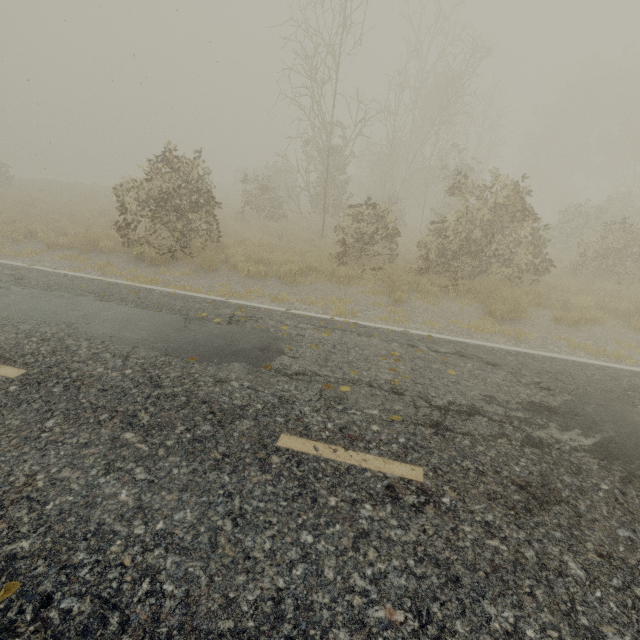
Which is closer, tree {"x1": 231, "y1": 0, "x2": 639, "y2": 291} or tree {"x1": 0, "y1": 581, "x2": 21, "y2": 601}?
tree {"x1": 0, "y1": 581, "x2": 21, "y2": 601}

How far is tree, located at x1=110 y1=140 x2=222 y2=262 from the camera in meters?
9.1

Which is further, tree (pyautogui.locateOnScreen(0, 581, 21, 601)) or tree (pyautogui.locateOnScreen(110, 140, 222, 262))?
tree (pyautogui.locateOnScreen(110, 140, 222, 262))

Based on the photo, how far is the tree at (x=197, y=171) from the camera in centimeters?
909cm

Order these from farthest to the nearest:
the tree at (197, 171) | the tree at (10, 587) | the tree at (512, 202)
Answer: the tree at (512, 202) → the tree at (197, 171) → the tree at (10, 587)

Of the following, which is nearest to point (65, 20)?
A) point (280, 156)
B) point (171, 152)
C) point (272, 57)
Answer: point (171, 152)

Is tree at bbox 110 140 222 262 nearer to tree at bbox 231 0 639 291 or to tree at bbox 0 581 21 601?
tree at bbox 231 0 639 291

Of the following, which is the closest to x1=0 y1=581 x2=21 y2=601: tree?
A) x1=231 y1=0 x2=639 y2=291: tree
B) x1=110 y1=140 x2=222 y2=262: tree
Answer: x1=110 y1=140 x2=222 y2=262: tree
